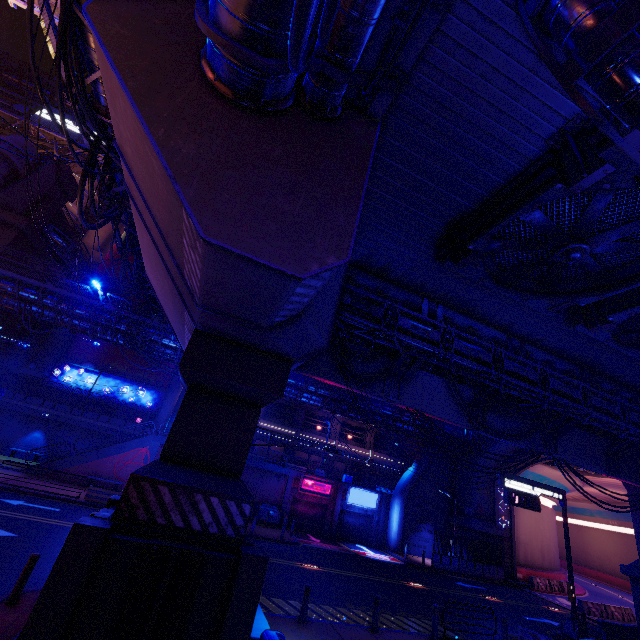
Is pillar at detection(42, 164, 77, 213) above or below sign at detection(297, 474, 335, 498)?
above

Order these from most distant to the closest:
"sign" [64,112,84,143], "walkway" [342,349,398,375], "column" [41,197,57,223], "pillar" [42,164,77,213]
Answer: "sign" [64,112,84,143] < "pillar" [42,164,77,213] < "column" [41,197,57,223] < "walkway" [342,349,398,375]

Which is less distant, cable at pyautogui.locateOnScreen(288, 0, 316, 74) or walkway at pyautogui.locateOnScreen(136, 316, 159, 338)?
cable at pyautogui.locateOnScreen(288, 0, 316, 74)

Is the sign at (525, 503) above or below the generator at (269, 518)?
above

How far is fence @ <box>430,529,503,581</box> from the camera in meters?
27.5

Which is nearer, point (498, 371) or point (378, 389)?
point (498, 371)

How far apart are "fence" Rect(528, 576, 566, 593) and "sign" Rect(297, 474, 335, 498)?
19.8m

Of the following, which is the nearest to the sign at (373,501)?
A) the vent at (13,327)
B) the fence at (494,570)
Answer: the fence at (494,570)
